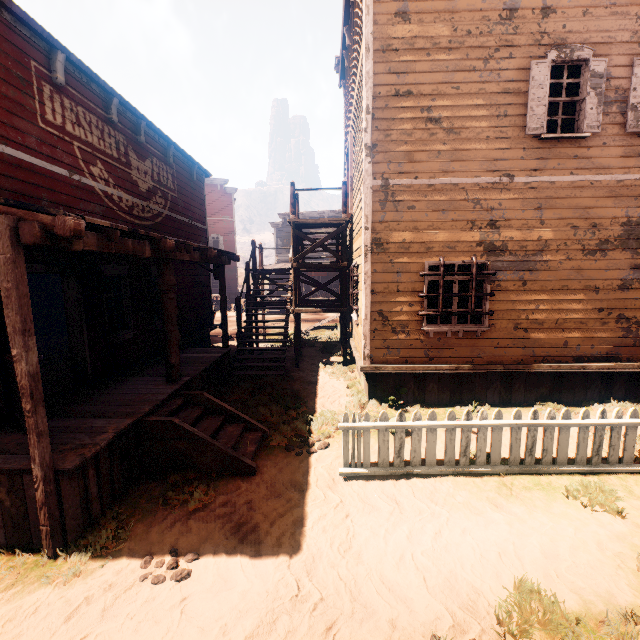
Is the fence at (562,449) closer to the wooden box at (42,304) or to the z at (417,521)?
the z at (417,521)

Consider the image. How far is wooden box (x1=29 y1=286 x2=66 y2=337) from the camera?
11.7m

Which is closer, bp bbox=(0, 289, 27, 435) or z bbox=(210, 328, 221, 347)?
bp bbox=(0, 289, 27, 435)

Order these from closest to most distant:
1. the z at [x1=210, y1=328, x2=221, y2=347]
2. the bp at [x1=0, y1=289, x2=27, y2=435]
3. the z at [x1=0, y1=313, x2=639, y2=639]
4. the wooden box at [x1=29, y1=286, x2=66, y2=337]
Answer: the z at [x1=0, y1=313, x2=639, y2=639] → the bp at [x1=0, y1=289, x2=27, y2=435] → the wooden box at [x1=29, y1=286, x2=66, y2=337] → the z at [x1=210, y1=328, x2=221, y2=347]

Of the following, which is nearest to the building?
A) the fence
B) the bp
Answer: the bp

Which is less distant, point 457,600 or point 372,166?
point 457,600

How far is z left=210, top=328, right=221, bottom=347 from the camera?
14.1 meters

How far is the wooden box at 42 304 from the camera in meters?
11.7 m
